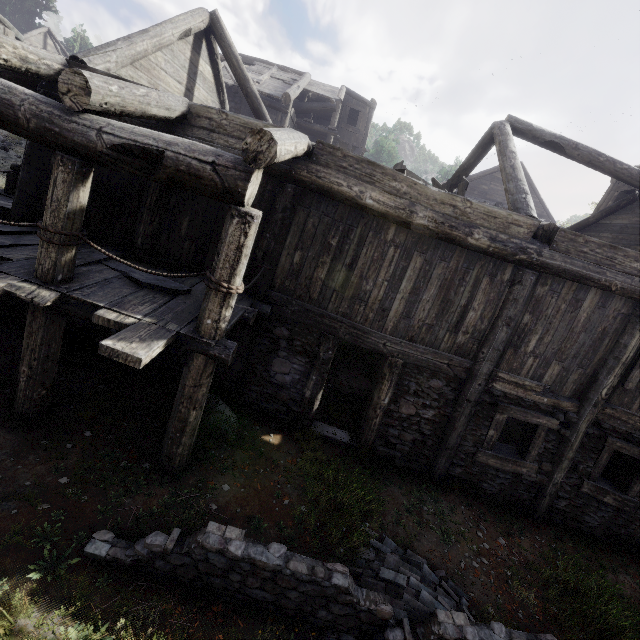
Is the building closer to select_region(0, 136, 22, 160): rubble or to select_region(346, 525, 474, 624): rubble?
select_region(0, 136, 22, 160): rubble

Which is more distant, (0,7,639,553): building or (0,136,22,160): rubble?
(0,136,22,160): rubble

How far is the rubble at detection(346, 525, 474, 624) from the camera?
4.3 meters

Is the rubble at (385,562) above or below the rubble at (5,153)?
below

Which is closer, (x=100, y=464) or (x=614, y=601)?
(x=100, y=464)

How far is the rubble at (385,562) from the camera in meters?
4.3
